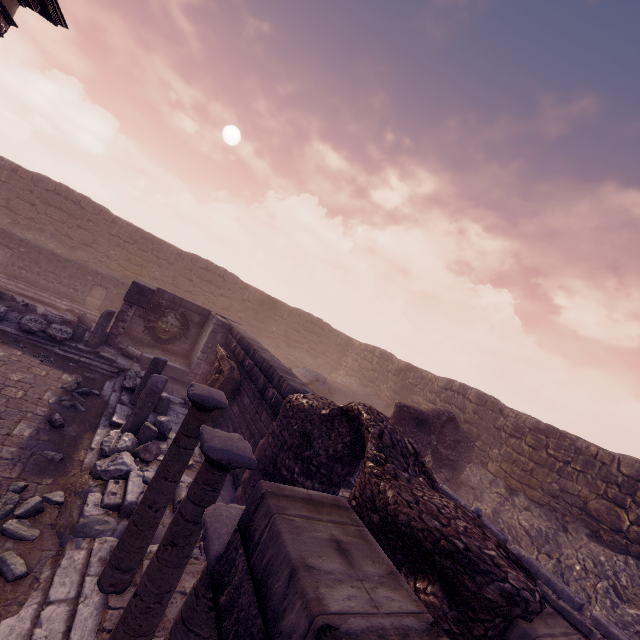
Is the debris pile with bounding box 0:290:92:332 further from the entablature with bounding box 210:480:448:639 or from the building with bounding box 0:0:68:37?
the entablature with bounding box 210:480:448:639

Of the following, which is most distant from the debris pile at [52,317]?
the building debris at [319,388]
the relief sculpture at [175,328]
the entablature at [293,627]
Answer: the entablature at [293,627]

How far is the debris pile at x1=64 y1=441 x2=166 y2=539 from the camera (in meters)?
4.84

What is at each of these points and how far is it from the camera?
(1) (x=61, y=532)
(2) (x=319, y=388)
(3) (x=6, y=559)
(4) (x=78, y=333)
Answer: (1) debris pile, 4.4 meters
(2) building debris, 17.5 meters
(3) rocks, 3.8 meters
(4) building debris, 10.4 meters

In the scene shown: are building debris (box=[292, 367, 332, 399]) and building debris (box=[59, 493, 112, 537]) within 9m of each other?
no

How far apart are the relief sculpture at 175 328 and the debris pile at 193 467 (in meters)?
7.42

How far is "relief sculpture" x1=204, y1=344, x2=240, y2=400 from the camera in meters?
10.0

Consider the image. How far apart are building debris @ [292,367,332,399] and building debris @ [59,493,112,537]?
11.8m
